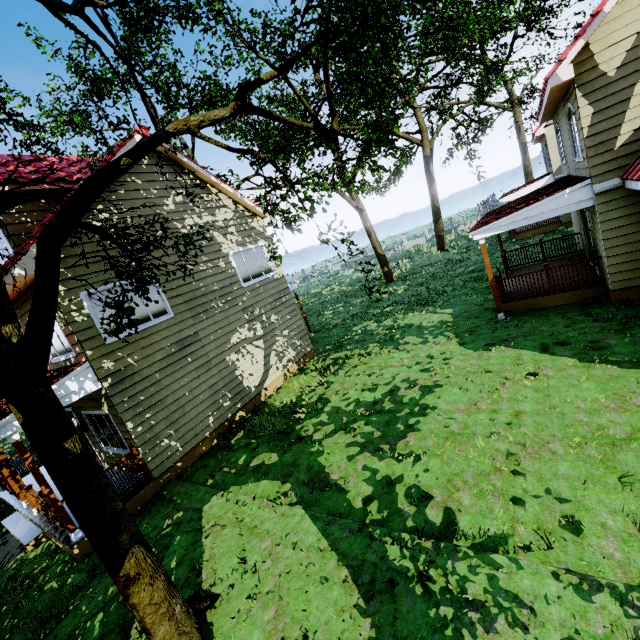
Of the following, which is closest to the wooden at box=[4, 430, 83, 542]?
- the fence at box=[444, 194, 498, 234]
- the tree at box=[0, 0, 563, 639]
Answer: the fence at box=[444, 194, 498, 234]

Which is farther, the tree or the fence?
the fence

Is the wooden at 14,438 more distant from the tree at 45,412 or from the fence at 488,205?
the tree at 45,412

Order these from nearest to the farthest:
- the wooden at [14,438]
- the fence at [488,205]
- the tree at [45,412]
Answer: the tree at [45,412]
the wooden at [14,438]
the fence at [488,205]

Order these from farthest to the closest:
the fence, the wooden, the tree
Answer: the fence → the wooden → the tree

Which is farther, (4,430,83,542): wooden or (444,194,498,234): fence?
(444,194,498,234): fence

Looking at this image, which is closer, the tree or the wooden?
the tree

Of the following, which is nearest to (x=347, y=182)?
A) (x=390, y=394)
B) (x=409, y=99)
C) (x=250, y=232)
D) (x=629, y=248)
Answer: (x=409, y=99)
